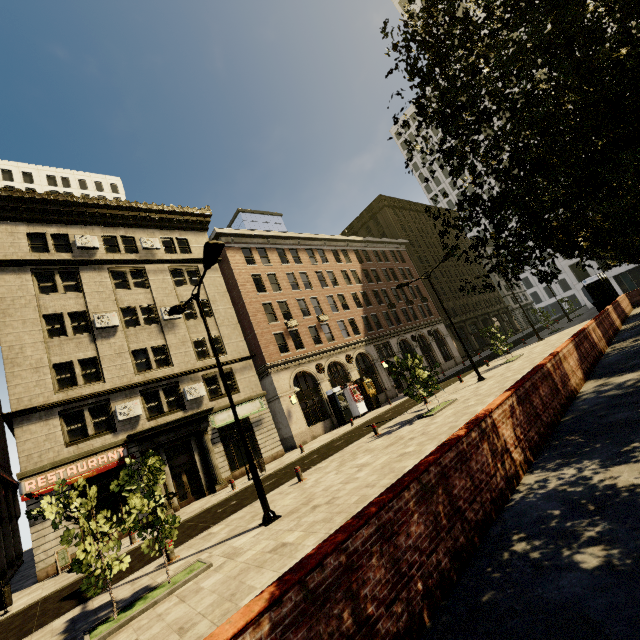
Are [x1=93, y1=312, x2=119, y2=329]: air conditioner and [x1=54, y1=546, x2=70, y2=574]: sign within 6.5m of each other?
no

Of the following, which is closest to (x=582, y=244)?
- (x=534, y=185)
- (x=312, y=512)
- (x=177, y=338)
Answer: (x=534, y=185)

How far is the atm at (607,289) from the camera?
22.34m

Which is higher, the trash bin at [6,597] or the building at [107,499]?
the building at [107,499]

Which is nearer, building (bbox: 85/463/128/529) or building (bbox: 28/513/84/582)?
building (bbox: 28/513/84/582)

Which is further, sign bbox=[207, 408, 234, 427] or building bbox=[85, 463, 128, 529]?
A: sign bbox=[207, 408, 234, 427]

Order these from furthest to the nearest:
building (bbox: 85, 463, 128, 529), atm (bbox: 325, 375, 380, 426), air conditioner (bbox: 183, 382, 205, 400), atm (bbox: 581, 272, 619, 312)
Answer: atm (bbox: 325, 375, 380, 426)
atm (bbox: 581, 272, 619, 312)
air conditioner (bbox: 183, 382, 205, 400)
building (bbox: 85, 463, 128, 529)

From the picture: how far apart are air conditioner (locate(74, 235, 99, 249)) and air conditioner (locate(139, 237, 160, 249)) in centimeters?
267cm
